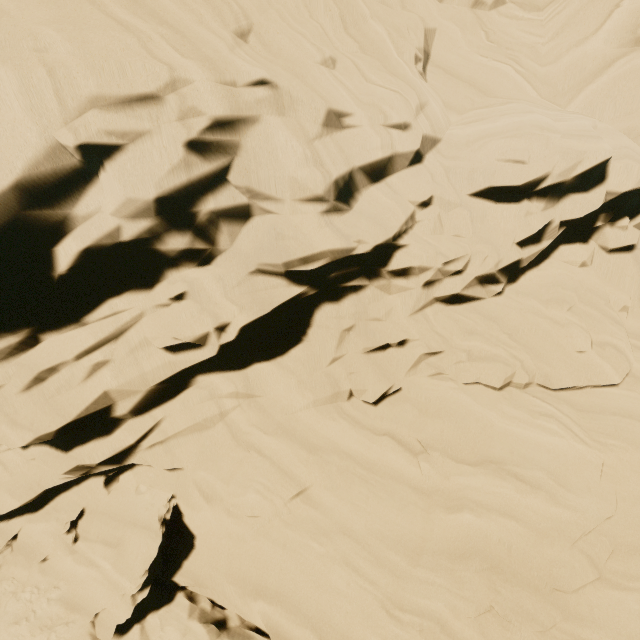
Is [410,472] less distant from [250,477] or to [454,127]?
[250,477]
